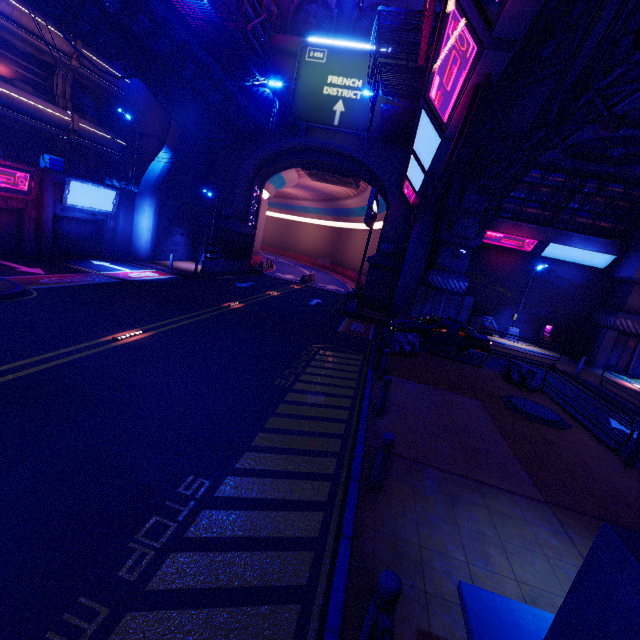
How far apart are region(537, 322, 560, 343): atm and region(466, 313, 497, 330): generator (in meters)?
3.32

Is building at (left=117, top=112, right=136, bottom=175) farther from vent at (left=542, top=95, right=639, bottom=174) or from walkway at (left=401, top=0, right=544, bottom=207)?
vent at (left=542, top=95, right=639, bottom=174)

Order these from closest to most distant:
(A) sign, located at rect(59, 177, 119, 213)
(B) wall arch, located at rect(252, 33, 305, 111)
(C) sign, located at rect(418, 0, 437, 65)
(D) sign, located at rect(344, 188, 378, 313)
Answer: (C) sign, located at rect(418, 0, 437, 65) → (D) sign, located at rect(344, 188, 378, 313) → (A) sign, located at rect(59, 177, 119, 213) → (B) wall arch, located at rect(252, 33, 305, 111)

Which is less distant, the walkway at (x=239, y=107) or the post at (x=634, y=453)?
the post at (x=634, y=453)

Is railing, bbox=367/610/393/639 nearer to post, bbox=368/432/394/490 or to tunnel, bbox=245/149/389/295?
post, bbox=368/432/394/490

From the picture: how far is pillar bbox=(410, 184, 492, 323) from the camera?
22.8m

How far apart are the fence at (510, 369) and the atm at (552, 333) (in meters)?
13.05

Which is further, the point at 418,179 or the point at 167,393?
the point at 418,179
